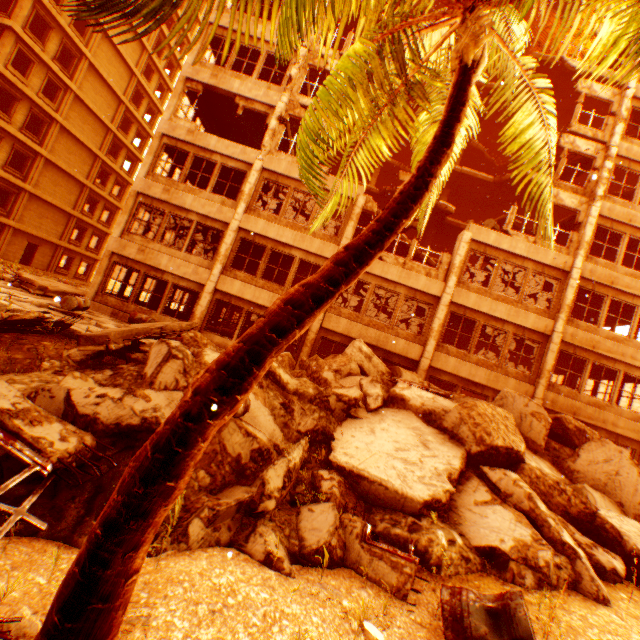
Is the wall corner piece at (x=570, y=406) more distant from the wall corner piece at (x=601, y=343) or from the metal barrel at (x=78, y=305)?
the metal barrel at (x=78, y=305)

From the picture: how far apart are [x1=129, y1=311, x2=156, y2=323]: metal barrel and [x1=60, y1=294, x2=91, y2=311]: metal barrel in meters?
2.1 m

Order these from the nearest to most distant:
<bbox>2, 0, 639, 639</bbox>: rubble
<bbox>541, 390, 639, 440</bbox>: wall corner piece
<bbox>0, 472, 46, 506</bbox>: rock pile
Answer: <bbox>2, 0, 639, 639</bbox>: rubble < <bbox>0, 472, 46, 506</bbox>: rock pile < <bbox>541, 390, 639, 440</bbox>: wall corner piece

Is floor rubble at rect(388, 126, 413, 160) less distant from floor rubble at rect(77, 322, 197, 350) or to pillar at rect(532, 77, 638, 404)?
pillar at rect(532, 77, 638, 404)

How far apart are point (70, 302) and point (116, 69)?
31.31m

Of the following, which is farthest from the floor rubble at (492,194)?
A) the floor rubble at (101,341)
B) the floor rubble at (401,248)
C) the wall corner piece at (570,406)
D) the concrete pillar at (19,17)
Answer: the concrete pillar at (19,17)

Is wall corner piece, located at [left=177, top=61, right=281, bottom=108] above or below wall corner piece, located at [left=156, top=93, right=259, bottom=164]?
above

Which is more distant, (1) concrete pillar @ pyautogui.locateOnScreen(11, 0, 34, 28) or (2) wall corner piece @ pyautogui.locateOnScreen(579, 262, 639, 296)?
(1) concrete pillar @ pyautogui.locateOnScreen(11, 0, 34, 28)
